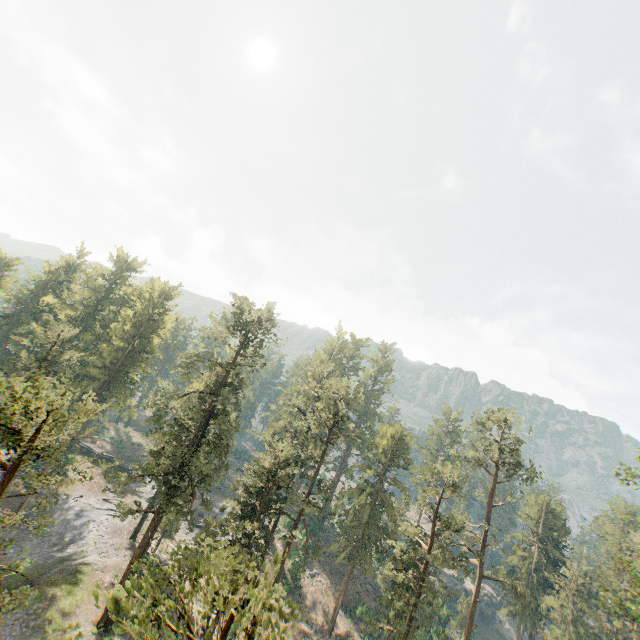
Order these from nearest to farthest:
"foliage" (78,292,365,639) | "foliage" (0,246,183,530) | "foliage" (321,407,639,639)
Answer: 1. "foliage" (78,292,365,639)
2. "foliage" (0,246,183,530)
3. "foliage" (321,407,639,639)

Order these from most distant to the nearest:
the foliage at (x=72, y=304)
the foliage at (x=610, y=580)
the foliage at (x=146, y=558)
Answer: the foliage at (x=610, y=580), the foliage at (x=72, y=304), the foliage at (x=146, y=558)

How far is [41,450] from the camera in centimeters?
4647cm

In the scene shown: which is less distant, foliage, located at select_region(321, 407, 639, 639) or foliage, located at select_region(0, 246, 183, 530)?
foliage, located at select_region(0, 246, 183, 530)

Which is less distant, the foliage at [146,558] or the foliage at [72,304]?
the foliage at [146,558]
